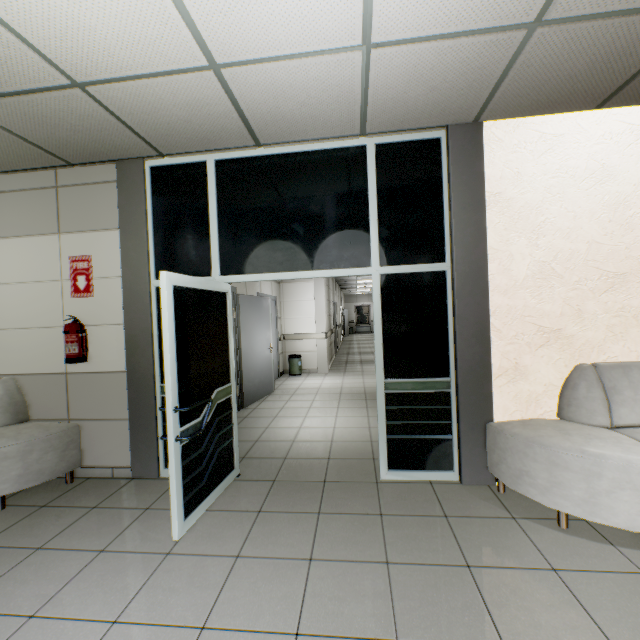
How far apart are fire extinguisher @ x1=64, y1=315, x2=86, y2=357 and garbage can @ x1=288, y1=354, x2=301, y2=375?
5.7 meters

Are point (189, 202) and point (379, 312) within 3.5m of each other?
yes

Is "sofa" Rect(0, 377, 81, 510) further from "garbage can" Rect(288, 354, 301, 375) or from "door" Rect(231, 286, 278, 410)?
"garbage can" Rect(288, 354, 301, 375)

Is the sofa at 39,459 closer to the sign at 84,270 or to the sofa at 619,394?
the sign at 84,270

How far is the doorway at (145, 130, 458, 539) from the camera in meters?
2.6

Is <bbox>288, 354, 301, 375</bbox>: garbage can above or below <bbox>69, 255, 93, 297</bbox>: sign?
below

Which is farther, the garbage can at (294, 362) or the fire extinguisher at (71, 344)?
the garbage can at (294, 362)

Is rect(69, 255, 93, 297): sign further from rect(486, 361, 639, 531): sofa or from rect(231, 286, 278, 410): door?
rect(486, 361, 639, 531): sofa
